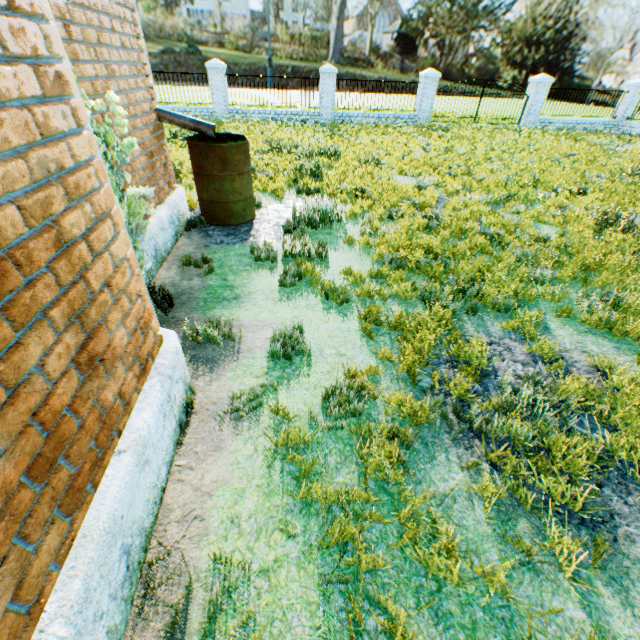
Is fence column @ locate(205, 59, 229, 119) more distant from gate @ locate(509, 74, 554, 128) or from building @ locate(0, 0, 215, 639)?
gate @ locate(509, 74, 554, 128)

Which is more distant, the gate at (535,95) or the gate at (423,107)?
the gate at (535,95)

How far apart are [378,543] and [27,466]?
1.79m

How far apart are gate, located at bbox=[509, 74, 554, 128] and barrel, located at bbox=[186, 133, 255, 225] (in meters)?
18.95

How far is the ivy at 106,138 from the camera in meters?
2.8 m

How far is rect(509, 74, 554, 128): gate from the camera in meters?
16.6 m

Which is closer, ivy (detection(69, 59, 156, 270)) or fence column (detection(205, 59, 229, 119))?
ivy (detection(69, 59, 156, 270))

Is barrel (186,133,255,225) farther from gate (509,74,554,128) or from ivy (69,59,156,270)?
gate (509,74,554,128)
